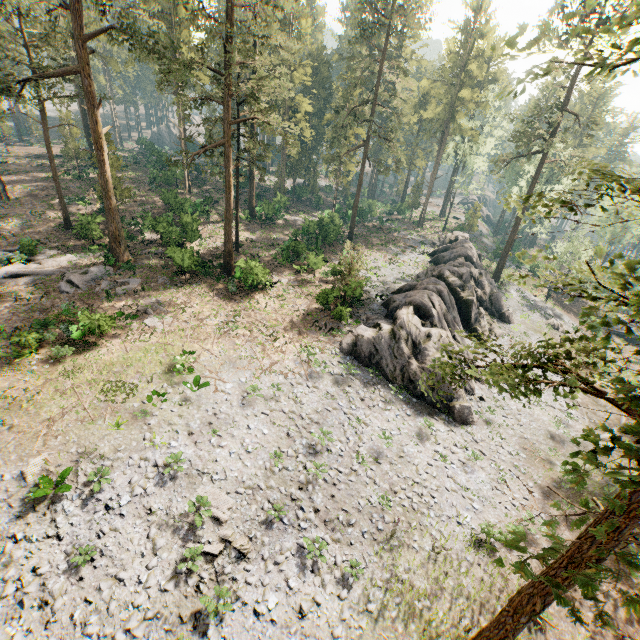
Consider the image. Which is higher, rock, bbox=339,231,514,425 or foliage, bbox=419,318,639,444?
foliage, bbox=419,318,639,444

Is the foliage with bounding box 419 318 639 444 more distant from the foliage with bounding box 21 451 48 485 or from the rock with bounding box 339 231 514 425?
the foliage with bounding box 21 451 48 485

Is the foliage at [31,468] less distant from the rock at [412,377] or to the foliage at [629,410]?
the foliage at [629,410]

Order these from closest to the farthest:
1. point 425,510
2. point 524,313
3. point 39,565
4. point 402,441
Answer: point 39,565 → point 425,510 → point 402,441 → point 524,313

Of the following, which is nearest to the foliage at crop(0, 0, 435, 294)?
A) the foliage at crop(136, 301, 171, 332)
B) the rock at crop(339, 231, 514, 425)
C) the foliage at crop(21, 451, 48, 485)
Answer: the rock at crop(339, 231, 514, 425)

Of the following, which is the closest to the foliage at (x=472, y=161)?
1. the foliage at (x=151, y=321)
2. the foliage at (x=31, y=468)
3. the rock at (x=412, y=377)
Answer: the rock at (x=412, y=377)

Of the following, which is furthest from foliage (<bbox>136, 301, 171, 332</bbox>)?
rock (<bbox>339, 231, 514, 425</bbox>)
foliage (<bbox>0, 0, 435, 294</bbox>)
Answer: rock (<bbox>339, 231, 514, 425</bbox>)

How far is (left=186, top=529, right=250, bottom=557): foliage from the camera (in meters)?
13.73
